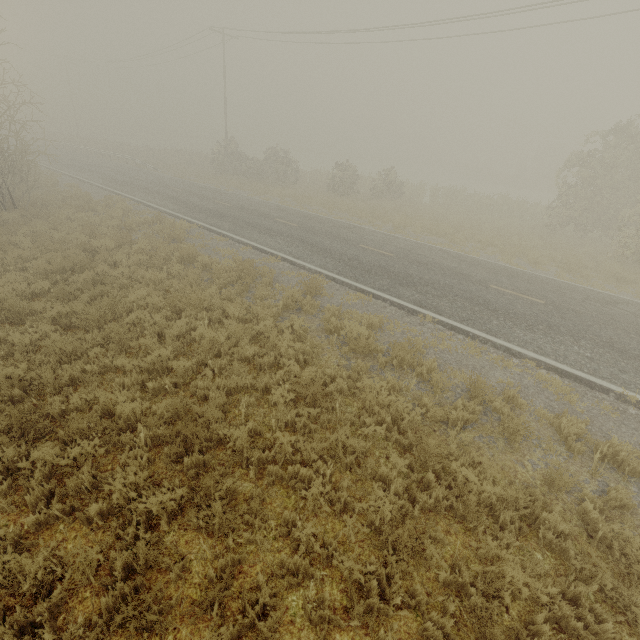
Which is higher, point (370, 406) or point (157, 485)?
point (370, 406)
